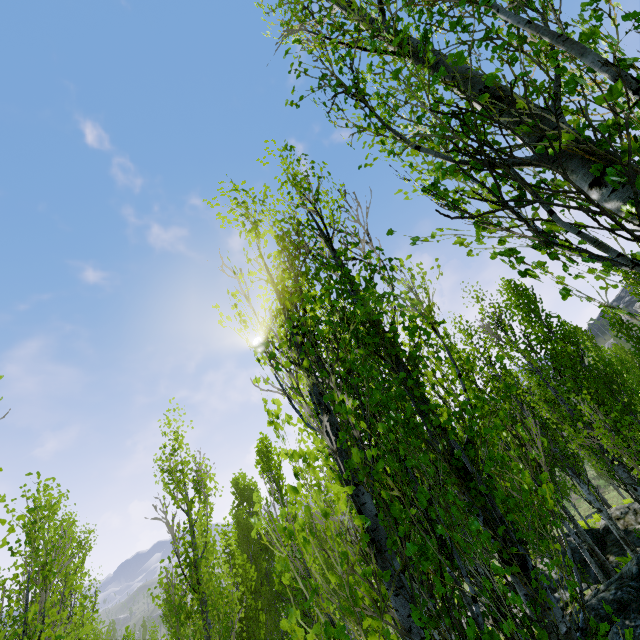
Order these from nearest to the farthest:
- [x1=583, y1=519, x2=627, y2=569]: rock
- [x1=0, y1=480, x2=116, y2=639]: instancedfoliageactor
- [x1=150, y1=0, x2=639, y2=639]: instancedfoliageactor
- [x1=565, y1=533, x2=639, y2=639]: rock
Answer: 1. [x1=150, y1=0, x2=639, y2=639]: instancedfoliageactor
2. [x1=0, y1=480, x2=116, y2=639]: instancedfoliageactor
3. [x1=565, y1=533, x2=639, y2=639]: rock
4. [x1=583, y1=519, x2=627, y2=569]: rock

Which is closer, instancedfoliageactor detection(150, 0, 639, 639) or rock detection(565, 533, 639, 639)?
instancedfoliageactor detection(150, 0, 639, 639)

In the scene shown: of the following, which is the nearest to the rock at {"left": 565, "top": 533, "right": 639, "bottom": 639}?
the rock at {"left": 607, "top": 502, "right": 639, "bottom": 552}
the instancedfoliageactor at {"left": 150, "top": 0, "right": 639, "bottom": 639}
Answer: the instancedfoliageactor at {"left": 150, "top": 0, "right": 639, "bottom": 639}

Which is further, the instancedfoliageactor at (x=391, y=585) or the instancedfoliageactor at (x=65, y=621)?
the instancedfoliageactor at (x=65, y=621)

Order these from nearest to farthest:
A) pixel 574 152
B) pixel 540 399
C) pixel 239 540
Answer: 1. pixel 574 152
2. pixel 540 399
3. pixel 239 540

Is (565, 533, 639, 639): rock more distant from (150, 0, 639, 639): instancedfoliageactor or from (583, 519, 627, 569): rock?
(583, 519, 627, 569): rock

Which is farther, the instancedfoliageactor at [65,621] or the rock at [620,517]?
the rock at [620,517]
